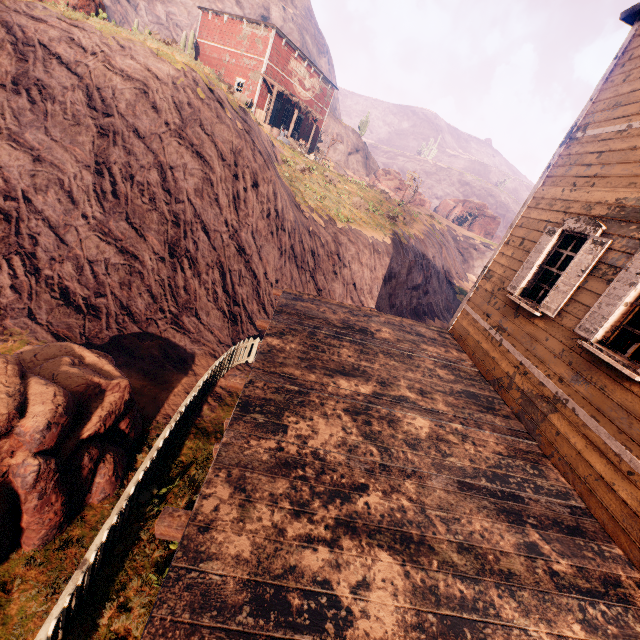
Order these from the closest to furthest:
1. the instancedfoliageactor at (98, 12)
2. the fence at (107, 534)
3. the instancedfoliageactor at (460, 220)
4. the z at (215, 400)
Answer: the fence at (107, 534), the z at (215, 400), the instancedfoliageactor at (98, 12), the instancedfoliageactor at (460, 220)

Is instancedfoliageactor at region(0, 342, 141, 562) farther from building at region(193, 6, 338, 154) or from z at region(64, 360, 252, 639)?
building at region(193, 6, 338, 154)

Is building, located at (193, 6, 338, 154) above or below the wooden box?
above

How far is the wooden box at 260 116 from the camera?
20.09m

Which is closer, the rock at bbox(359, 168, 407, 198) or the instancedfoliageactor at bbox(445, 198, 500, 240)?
the rock at bbox(359, 168, 407, 198)

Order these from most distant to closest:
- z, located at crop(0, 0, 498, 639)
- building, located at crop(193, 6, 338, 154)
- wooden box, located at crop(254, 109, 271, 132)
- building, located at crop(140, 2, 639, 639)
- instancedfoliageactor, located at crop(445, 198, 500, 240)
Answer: instancedfoliageactor, located at crop(445, 198, 500, 240)
building, located at crop(193, 6, 338, 154)
wooden box, located at crop(254, 109, 271, 132)
z, located at crop(0, 0, 498, 639)
building, located at crop(140, 2, 639, 639)

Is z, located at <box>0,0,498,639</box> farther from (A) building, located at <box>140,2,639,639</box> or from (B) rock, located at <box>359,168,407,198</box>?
(B) rock, located at <box>359,168,407,198</box>

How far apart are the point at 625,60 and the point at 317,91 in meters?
30.1
